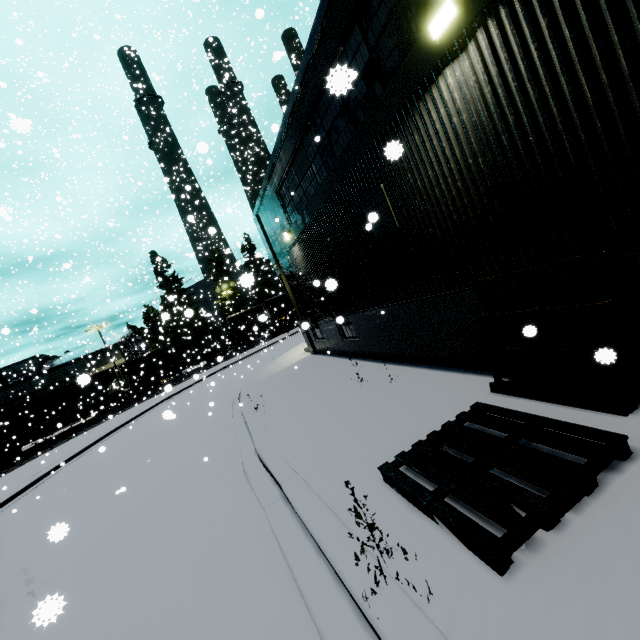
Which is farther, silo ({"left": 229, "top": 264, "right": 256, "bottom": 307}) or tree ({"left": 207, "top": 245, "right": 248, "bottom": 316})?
tree ({"left": 207, "top": 245, "right": 248, "bottom": 316})

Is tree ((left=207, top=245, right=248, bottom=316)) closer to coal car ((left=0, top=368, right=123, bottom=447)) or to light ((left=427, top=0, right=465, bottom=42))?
coal car ((left=0, top=368, right=123, bottom=447))

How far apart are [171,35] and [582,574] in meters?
33.4

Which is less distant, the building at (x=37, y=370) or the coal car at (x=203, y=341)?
the coal car at (x=203, y=341)

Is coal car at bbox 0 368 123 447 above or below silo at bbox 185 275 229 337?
below

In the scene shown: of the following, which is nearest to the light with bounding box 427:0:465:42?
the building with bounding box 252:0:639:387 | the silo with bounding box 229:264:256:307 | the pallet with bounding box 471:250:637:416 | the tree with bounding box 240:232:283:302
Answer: the building with bounding box 252:0:639:387

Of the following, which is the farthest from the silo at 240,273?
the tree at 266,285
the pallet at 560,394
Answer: the pallet at 560,394

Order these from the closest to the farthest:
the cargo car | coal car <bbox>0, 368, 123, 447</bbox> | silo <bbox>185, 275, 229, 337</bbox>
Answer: coal car <bbox>0, 368, 123, 447</bbox> → the cargo car → silo <bbox>185, 275, 229, 337</bbox>
